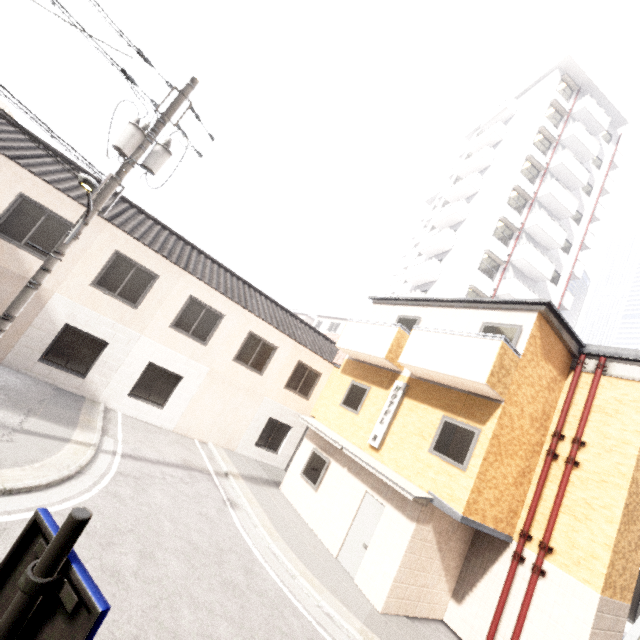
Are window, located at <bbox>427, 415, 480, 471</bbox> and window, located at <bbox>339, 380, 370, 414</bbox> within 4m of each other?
yes

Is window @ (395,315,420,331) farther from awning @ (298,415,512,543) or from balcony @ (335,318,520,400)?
awning @ (298,415,512,543)

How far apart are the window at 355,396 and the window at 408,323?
2.00m

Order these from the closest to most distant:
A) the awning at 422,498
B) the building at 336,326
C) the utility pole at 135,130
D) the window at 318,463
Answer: the utility pole at 135,130 < the awning at 422,498 < the window at 318,463 < the building at 336,326

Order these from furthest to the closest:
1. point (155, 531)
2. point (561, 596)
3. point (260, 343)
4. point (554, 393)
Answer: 1. point (260, 343)
2. point (554, 393)
3. point (561, 596)
4. point (155, 531)

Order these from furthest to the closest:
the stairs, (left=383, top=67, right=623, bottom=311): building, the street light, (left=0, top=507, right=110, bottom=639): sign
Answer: (left=383, top=67, right=623, bottom=311): building
the stairs
the street light
(left=0, top=507, right=110, bottom=639): sign

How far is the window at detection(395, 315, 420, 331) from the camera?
12.1m

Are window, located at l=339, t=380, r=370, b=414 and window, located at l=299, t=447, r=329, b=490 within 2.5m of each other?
yes
